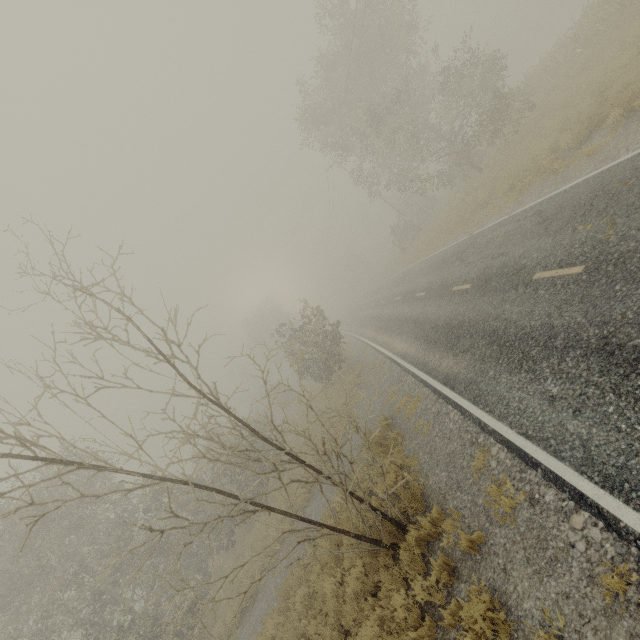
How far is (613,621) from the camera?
3.24m

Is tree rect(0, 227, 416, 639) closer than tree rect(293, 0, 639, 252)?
Yes

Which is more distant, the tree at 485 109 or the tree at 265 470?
the tree at 485 109
